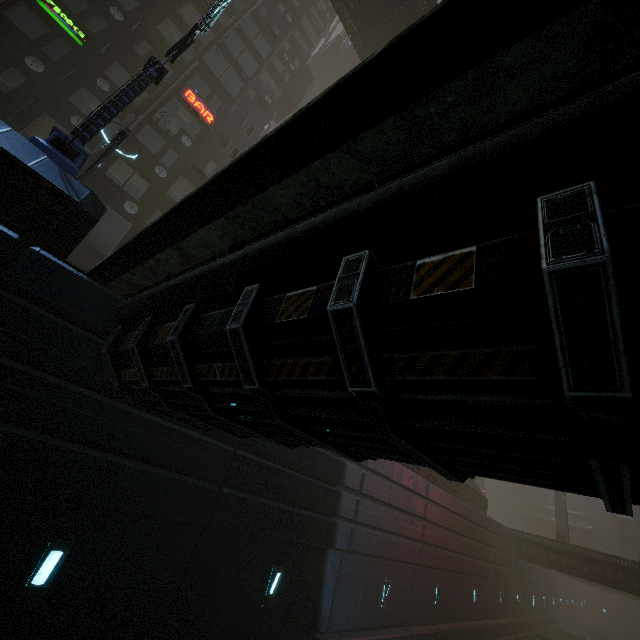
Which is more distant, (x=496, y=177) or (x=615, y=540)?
(x=615, y=540)

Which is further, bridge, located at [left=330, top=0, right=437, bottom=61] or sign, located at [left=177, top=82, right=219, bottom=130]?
bridge, located at [left=330, top=0, right=437, bottom=61]

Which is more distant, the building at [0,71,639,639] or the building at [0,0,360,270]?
the building at [0,0,360,270]

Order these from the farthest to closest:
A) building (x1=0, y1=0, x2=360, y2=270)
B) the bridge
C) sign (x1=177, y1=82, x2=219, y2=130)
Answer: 1. the bridge
2. sign (x1=177, y1=82, x2=219, y2=130)
3. building (x1=0, y1=0, x2=360, y2=270)

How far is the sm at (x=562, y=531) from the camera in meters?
29.7 m

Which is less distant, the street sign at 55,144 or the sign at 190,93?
the street sign at 55,144

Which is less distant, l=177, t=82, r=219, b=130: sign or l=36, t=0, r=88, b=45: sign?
l=36, t=0, r=88, b=45: sign

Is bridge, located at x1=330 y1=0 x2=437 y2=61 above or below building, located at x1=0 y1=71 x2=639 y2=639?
above
